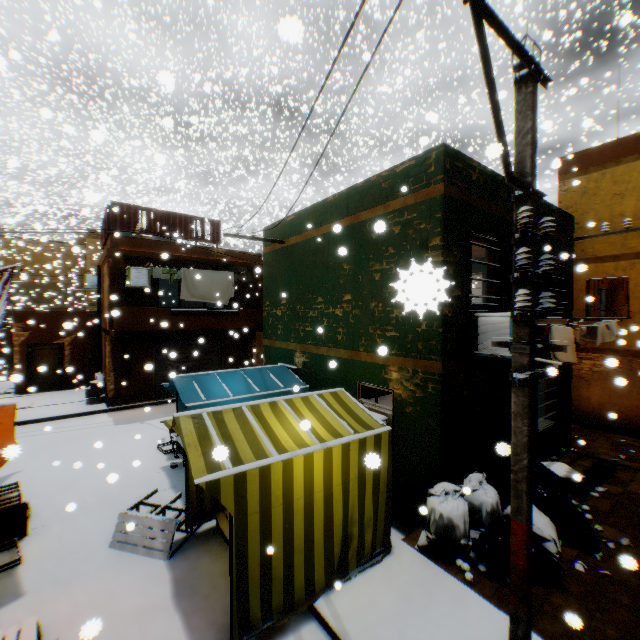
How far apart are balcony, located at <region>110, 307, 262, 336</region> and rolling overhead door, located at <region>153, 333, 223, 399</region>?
0.0m

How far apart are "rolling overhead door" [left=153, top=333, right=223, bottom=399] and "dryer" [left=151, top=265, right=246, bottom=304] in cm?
60

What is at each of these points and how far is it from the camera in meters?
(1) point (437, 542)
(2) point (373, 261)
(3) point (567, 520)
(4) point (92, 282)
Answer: (1) trash bag, 5.2
(2) building, 7.0
(3) trash bag, 5.6
(4) air conditioner, 18.2

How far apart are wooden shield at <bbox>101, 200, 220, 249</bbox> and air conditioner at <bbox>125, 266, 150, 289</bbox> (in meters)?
0.61

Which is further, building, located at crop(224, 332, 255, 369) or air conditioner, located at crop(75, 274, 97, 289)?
air conditioner, located at crop(75, 274, 97, 289)

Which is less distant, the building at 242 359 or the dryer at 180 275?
the dryer at 180 275

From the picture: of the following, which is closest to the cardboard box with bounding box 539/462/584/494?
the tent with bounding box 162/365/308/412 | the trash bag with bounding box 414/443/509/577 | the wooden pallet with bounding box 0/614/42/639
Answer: the trash bag with bounding box 414/443/509/577

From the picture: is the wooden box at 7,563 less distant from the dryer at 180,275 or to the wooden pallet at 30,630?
the wooden pallet at 30,630
